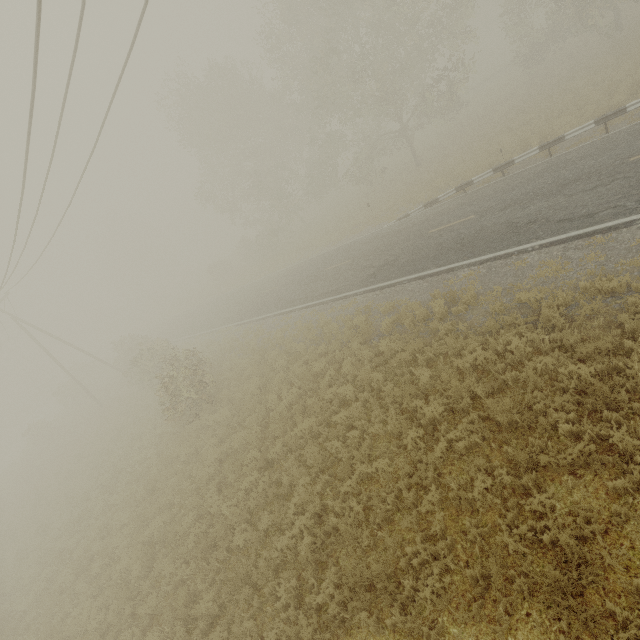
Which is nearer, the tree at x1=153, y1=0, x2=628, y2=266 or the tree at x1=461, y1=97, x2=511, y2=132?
the tree at x1=153, y1=0, x2=628, y2=266

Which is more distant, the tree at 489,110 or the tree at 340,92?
the tree at 489,110

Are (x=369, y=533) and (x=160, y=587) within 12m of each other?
yes

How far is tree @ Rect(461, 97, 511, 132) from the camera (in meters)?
25.90

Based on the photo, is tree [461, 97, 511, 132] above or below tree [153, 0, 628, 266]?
below

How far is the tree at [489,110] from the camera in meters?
25.9 m
